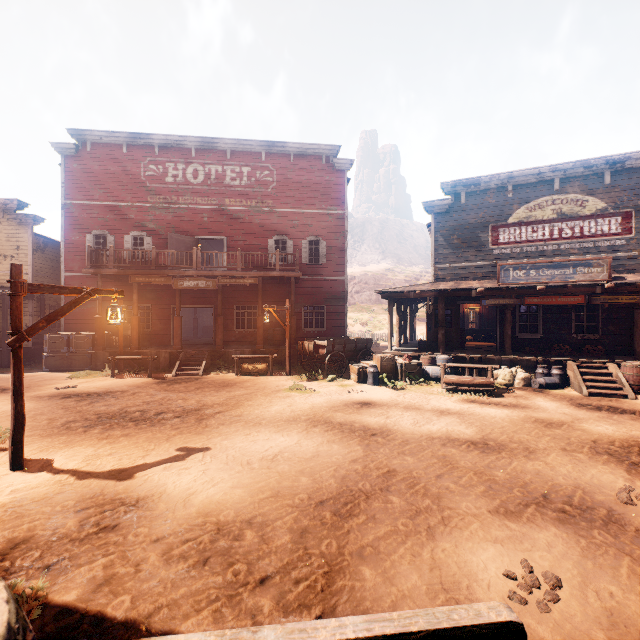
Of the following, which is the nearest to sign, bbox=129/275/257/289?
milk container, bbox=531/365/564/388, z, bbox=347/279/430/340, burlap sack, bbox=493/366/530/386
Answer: z, bbox=347/279/430/340

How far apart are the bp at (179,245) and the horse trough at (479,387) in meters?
14.2

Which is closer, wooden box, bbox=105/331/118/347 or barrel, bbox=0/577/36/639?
barrel, bbox=0/577/36/639

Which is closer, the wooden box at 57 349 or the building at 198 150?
the wooden box at 57 349

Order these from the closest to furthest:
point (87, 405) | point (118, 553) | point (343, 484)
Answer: point (118, 553), point (343, 484), point (87, 405)

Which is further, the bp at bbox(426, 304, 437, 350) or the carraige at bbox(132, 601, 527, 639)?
the bp at bbox(426, 304, 437, 350)

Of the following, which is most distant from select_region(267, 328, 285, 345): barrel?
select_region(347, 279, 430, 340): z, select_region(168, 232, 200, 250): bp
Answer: select_region(168, 232, 200, 250): bp

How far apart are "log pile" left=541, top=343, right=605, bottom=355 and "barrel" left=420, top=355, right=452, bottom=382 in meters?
3.8
